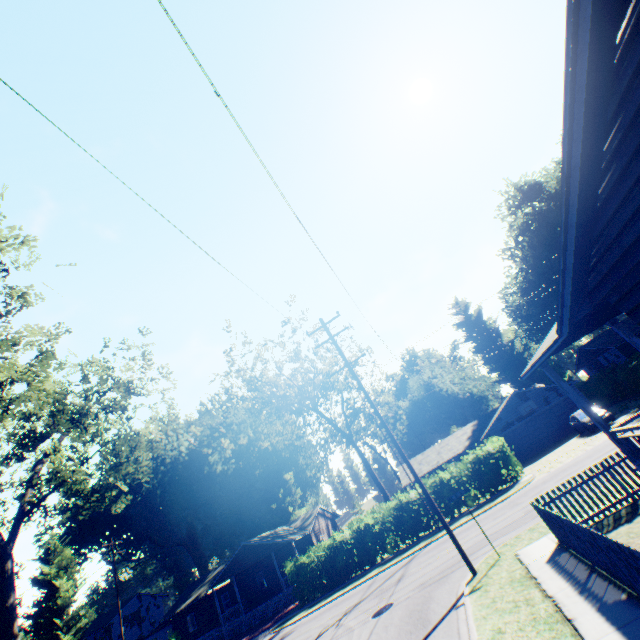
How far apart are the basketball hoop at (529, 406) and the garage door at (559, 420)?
0.53m

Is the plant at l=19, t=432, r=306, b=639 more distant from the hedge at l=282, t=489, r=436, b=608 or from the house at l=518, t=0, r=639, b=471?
the house at l=518, t=0, r=639, b=471

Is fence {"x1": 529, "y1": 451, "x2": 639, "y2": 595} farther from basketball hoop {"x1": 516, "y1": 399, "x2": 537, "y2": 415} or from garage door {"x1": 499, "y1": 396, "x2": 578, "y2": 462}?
garage door {"x1": 499, "y1": 396, "x2": 578, "y2": 462}

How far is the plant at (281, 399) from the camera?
37.8m

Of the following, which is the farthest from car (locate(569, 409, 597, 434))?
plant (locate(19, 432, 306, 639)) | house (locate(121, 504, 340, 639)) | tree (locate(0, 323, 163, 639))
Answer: plant (locate(19, 432, 306, 639))

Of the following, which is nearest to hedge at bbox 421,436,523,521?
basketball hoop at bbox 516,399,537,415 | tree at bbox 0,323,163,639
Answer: basketball hoop at bbox 516,399,537,415

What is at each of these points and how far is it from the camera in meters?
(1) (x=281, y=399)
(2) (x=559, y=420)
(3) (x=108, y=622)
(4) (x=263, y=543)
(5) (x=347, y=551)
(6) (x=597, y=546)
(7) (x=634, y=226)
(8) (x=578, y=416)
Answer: (1) plant, 44.8 m
(2) garage door, 31.9 m
(3) house, 47.8 m
(4) house, 33.8 m
(5) hedge, 25.2 m
(6) fence, 6.4 m
(7) house, 4.8 m
(8) car, 25.8 m

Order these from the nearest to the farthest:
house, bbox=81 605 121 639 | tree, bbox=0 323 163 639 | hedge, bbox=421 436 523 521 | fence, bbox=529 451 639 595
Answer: fence, bbox=529 451 639 595
tree, bbox=0 323 163 639
hedge, bbox=421 436 523 521
house, bbox=81 605 121 639
